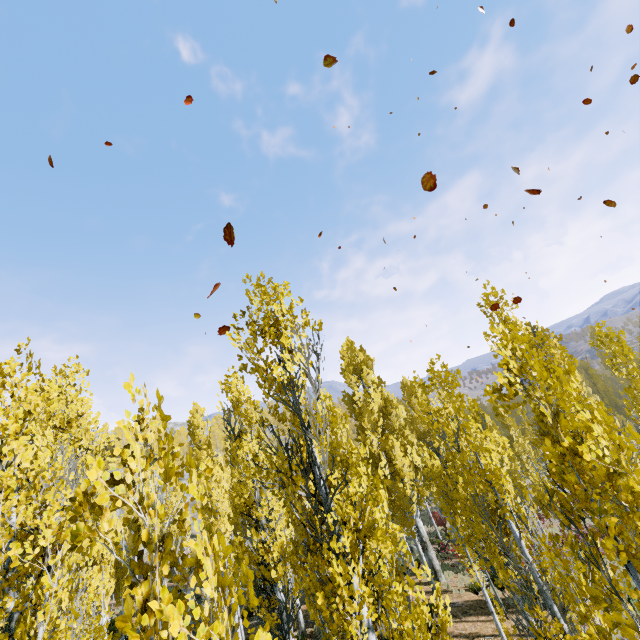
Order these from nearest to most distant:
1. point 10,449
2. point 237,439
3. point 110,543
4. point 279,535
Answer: point 110,543 → point 10,449 → point 237,439 → point 279,535
